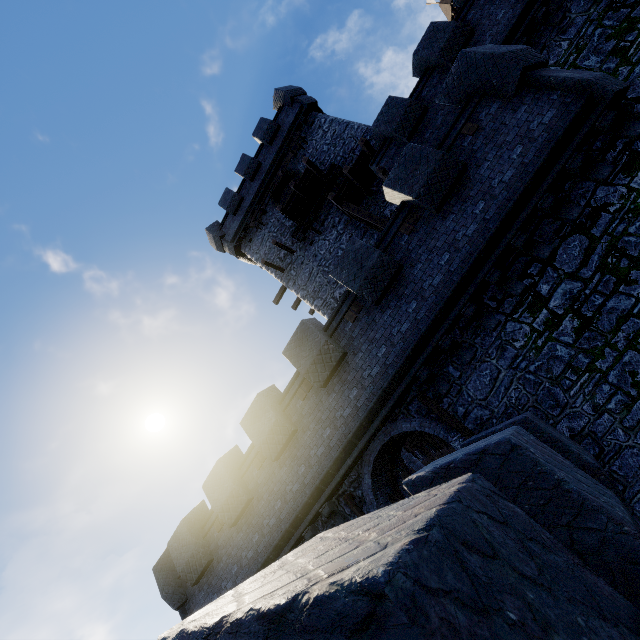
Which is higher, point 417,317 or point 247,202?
point 247,202

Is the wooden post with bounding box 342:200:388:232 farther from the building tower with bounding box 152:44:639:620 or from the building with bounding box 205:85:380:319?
the building tower with bounding box 152:44:639:620

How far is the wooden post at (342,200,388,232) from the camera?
13.80m

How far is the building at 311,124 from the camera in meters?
17.0

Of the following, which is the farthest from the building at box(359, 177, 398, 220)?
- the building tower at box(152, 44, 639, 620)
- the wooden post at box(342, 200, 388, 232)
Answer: the building tower at box(152, 44, 639, 620)

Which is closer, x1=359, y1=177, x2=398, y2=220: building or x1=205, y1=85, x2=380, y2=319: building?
x1=359, y1=177, x2=398, y2=220: building

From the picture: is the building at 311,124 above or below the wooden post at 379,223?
above
